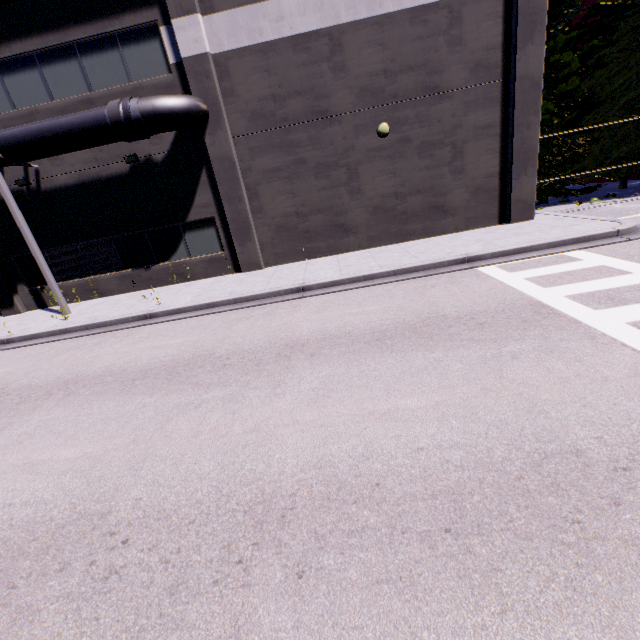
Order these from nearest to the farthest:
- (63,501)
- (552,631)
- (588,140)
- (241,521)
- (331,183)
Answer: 1. (552,631)
2. (241,521)
3. (63,501)
4. (331,183)
5. (588,140)

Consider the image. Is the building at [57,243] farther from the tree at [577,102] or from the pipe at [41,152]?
the tree at [577,102]

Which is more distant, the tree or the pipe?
the tree

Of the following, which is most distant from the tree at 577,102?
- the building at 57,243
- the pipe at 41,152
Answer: the pipe at 41,152

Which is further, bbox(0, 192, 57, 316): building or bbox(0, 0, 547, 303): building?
bbox(0, 192, 57, 316): building

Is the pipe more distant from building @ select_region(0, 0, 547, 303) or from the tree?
the tree

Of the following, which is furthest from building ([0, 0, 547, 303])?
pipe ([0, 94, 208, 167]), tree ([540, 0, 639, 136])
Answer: tree ([540, 0, 639, 136])
